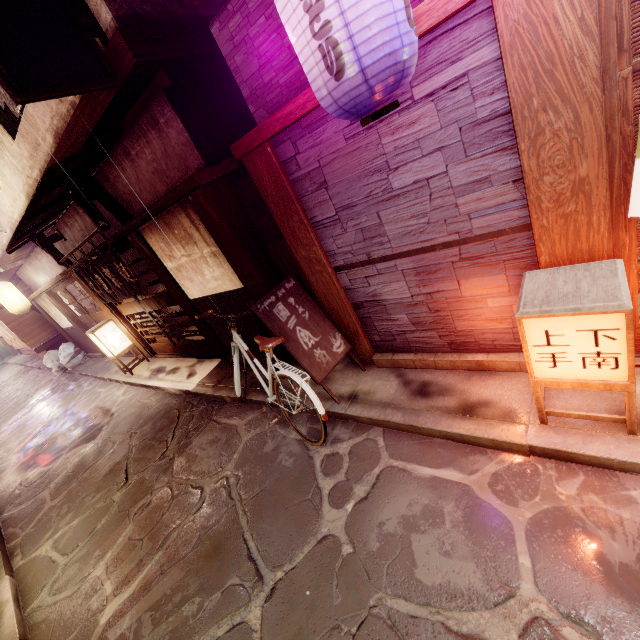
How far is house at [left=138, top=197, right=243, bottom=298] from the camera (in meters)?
8.07

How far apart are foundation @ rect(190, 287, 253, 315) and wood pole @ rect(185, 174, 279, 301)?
0.01m

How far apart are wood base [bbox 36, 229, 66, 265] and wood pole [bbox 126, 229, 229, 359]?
6.0m

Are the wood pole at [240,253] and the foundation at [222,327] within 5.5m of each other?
yes

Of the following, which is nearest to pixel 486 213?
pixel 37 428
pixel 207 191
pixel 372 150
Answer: pixel 372 150

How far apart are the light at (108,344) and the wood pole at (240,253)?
10.07m

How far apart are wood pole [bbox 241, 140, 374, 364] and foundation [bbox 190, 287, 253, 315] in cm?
220

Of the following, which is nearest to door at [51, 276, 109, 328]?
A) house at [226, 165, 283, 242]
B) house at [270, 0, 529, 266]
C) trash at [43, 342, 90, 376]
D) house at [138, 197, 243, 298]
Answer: trash at [43, 342, 90, 376]
